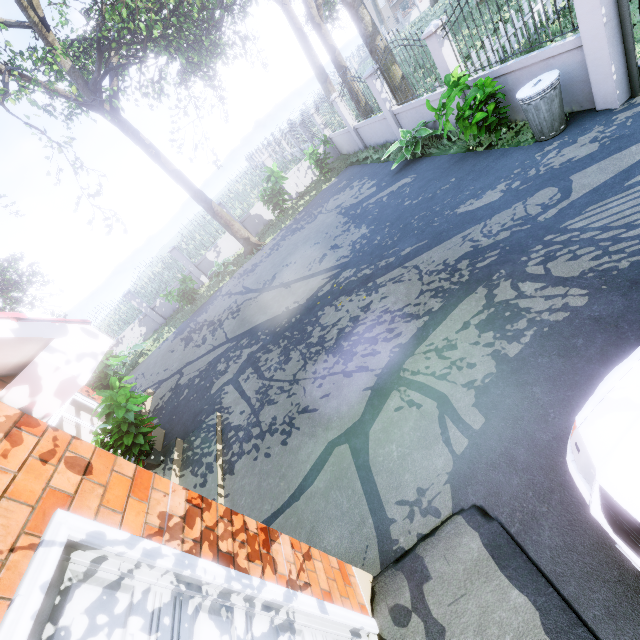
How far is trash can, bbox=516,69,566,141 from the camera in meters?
5.5 m

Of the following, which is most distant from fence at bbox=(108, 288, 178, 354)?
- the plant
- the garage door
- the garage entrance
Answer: the garage door

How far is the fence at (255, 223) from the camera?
16.5m

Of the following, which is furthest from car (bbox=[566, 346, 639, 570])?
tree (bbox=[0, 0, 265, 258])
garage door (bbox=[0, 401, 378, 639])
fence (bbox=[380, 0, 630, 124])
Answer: tree (bbox=[0, 0, 265, 258])

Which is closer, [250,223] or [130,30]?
[130,30]

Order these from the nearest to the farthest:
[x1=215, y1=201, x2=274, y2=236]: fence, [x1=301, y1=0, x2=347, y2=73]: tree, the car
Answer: the car < [x1=301, y1=0, x2=347, y2=73]: tree < [x1=215, y1=201, x2=274, y2=236]: fence

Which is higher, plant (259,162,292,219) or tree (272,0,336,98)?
tree (272,0,336,98)

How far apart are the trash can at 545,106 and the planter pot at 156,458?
9.66m
